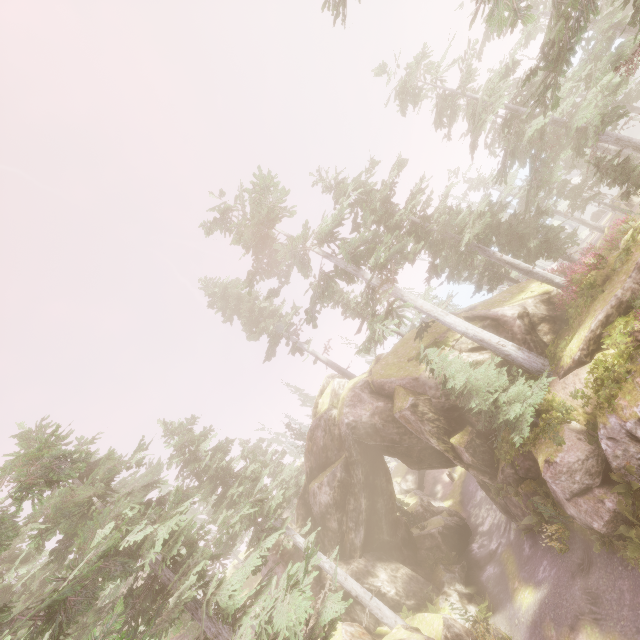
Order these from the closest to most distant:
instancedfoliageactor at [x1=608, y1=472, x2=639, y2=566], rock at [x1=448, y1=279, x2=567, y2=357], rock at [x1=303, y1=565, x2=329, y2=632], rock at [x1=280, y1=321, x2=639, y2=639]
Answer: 1. instancedfoliageactor at [x1=608, y1=472, x2=639, y2=566]
2. rock at [x1=280, y1=321, x2=639, y2=639]
3. rock at [x1=448, y1=279, x2=567, y2=357]
4. rock at [x1=303, y1=565, x2=329, y2=632]

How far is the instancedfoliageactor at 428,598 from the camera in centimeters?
1945cm

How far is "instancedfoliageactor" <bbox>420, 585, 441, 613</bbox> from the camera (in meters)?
19.45

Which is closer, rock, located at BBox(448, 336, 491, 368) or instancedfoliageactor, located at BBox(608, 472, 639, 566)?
instancedfoliageactor, located at BBox(608, 472, 639, 566)

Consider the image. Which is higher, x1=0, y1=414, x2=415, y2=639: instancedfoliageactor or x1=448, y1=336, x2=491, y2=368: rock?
x1=0, y1=414, x2=415, y2=639: instancedfoliageactor

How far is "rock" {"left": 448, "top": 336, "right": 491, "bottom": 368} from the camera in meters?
19.6

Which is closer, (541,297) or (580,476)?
(580,476)

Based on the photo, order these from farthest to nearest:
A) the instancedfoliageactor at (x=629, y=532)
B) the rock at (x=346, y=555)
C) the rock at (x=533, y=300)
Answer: Result:
1. the rock at (x=533, y=300)
2. the rock at (x=346, y=555)
3. the instancedfoliageactor at (x=629, y=532)
